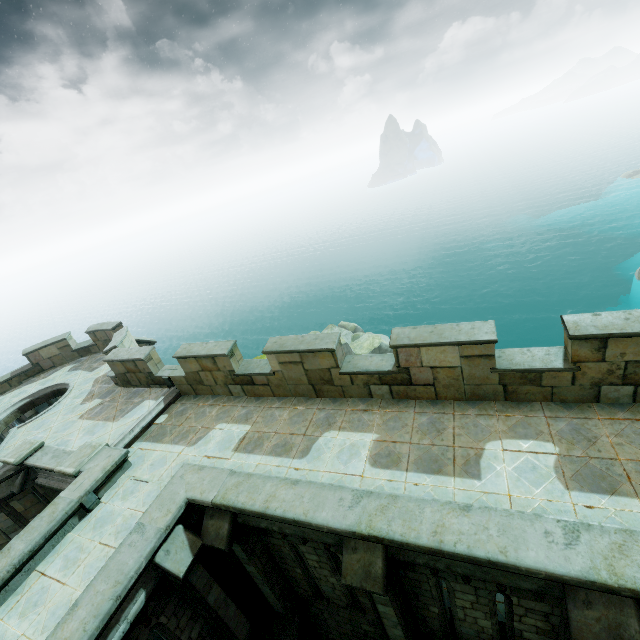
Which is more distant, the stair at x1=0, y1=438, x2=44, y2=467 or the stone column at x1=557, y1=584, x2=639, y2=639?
the stair at x1=0, y1=438, x2=44, y2=467

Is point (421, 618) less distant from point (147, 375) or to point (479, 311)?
point (147, 375)

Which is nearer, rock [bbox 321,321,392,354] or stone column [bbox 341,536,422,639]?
stone column [bbox 341,536,422,639]

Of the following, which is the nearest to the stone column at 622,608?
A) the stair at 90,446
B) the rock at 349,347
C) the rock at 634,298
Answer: the rock at 349,347

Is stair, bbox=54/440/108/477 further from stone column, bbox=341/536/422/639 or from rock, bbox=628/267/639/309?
rock, bbox=628/267/639/309

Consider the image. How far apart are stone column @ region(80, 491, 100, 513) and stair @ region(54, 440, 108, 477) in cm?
103

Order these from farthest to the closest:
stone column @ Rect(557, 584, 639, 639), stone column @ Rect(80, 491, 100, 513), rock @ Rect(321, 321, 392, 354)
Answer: rock @ Rect(321, 321, 392, 354) → stone column @ Rect(80, 491, 100, 513) → stone column @ Rect(557, 584, 639, 639)

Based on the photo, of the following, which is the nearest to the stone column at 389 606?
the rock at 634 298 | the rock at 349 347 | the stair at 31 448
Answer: the rock at 349 347
